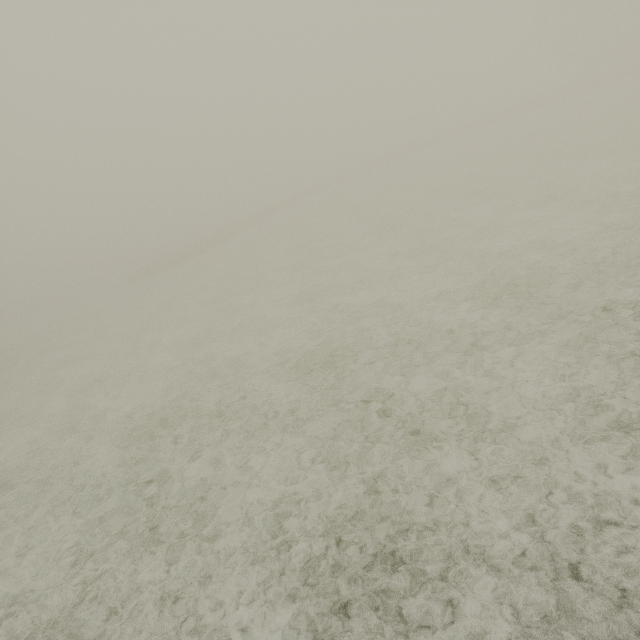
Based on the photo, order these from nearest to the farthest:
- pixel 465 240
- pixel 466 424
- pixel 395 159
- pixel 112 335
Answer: pixel 466 424 < pixel 465 240 < pixel 112 335 < pixel 395 159
